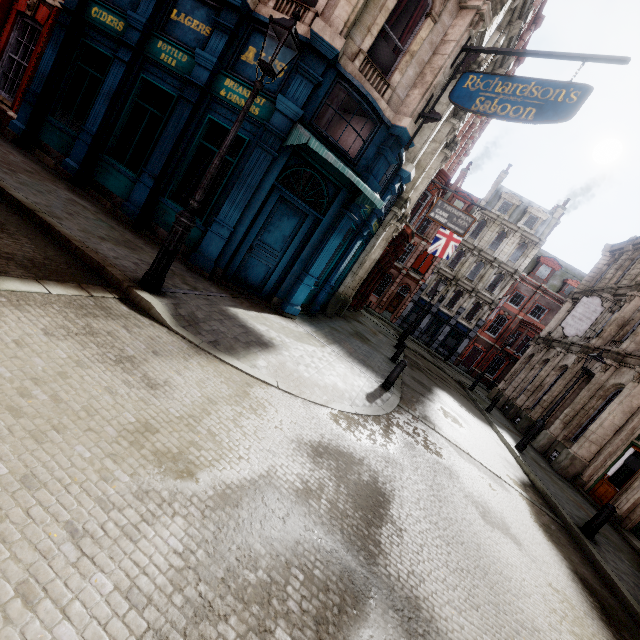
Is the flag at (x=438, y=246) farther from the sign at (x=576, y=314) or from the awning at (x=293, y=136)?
the awning at (x=293, y=136)

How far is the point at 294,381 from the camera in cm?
598

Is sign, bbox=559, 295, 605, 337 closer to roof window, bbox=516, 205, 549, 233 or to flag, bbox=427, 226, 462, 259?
flag, bbox=427, 226, 462, 259

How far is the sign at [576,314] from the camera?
17.2 meters

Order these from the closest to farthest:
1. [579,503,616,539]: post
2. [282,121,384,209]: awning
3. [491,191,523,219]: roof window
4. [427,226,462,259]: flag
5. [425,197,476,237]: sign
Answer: [282,121,384,209]: awning
[579,503,616,539]: post
[425,197,476,237]: sign
[427,226,462,259]: flag
[491,191,523,219]: roof window

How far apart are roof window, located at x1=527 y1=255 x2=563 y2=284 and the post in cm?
3397

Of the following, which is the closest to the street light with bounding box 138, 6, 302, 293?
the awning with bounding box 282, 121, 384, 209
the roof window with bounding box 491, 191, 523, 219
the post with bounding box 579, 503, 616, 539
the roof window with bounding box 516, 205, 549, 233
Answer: the awning with bounding box 282, 121, 384, 209

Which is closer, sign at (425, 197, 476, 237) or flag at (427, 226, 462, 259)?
sign at (425, 197, 476, 237)
